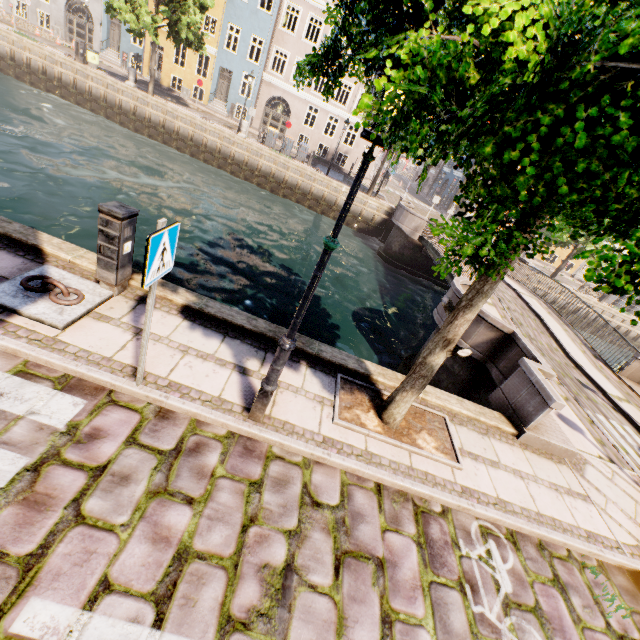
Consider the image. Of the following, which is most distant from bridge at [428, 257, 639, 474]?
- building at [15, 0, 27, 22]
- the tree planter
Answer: building at [15, 0, 27, 22]

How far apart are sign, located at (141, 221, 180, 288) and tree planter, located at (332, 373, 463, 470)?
2.7m

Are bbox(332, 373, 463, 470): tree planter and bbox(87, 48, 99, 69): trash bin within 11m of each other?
no

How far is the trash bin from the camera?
21.3 meters

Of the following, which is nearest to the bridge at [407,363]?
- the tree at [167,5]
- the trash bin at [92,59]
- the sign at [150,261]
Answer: the tree at [167,5]

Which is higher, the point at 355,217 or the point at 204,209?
the point at 355,217

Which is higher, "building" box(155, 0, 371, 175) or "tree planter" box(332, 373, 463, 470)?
"building" box(155, 0, 371, 175)

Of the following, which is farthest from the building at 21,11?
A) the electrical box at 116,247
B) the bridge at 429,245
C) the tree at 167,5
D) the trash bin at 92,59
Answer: the electrical box at 116,247
